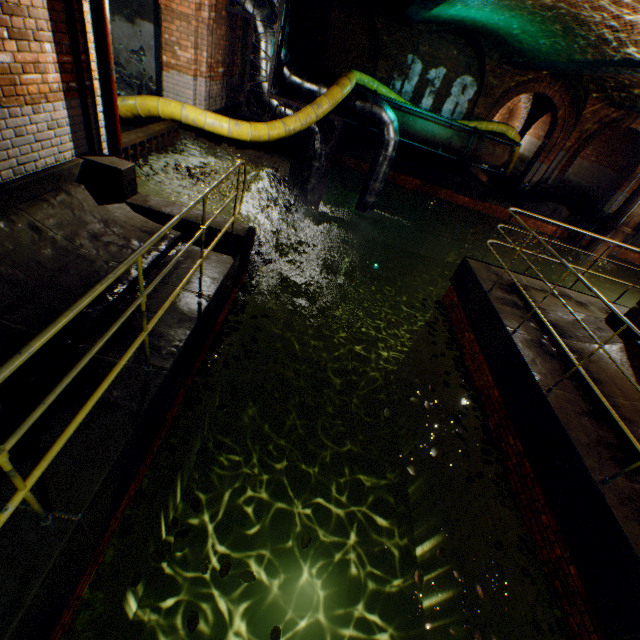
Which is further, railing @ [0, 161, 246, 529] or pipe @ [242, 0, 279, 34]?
pipe @ [242, 0, 279, 34]

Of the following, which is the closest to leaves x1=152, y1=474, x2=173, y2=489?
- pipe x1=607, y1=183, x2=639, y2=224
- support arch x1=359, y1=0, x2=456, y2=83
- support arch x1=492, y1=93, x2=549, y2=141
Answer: support arch x1=359, y1=0, x2=456, y2=83

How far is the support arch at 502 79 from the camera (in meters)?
13.21

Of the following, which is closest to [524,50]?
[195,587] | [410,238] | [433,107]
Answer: [433,107]

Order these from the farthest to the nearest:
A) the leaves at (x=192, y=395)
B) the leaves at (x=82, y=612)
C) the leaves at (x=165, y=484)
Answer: the leaves at (x=192, y=395) < the leaves at (x=165, y=484) < the leaves at (x=82, y=612)

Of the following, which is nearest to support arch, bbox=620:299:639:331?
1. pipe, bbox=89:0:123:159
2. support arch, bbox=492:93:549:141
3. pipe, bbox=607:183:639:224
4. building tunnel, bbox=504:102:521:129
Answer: pipe, bbox=89:0:123:159

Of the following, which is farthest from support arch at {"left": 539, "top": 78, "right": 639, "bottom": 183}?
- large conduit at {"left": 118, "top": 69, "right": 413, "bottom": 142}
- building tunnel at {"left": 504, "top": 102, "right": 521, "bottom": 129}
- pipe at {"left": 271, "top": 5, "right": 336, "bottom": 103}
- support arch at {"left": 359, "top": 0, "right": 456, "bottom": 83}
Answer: pipe at {"left": 271, "top": 5, "right": 336, "bottom": 103}

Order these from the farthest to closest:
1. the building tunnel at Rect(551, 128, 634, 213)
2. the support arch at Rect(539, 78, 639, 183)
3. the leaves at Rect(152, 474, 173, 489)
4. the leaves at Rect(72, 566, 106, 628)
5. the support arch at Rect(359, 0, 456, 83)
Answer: the building tunnel at Rect(551, 128, 634, 213), the support arch at Rect(539, 78, 639, 183), the support arch at Rect(359, 0, 456, 83), the leaves at Rect(152, 474, 173, 489), the leaves at Rect(72, 566, 106, 628)
